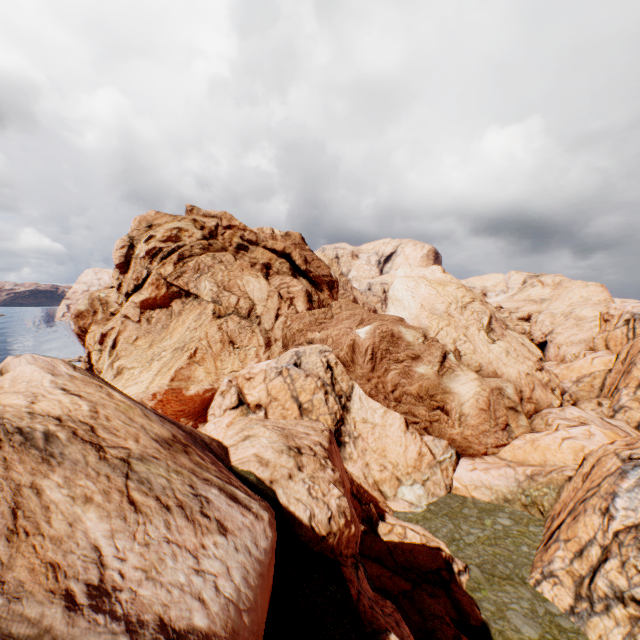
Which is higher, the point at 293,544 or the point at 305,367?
the point at 293,544
